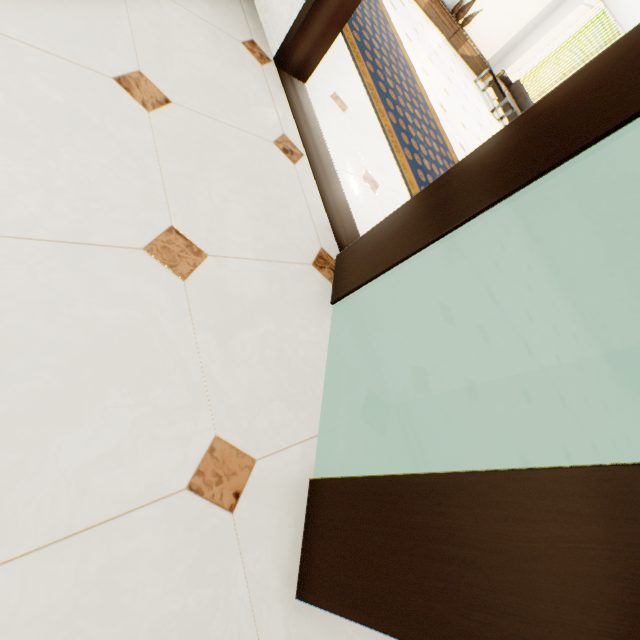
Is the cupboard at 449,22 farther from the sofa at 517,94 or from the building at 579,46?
the building at 579,46

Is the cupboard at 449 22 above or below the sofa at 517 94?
below

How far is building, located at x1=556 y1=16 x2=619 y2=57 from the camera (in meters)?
56.16

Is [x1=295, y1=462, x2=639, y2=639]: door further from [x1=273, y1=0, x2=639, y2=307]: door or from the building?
the building

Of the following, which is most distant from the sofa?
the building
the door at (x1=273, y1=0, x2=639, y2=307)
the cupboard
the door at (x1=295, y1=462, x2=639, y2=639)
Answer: the building

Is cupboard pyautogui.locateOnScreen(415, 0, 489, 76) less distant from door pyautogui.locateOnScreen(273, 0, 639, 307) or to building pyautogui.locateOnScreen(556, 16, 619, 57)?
door pyautogui.locateOnScreen(273, 0, 639, 307)

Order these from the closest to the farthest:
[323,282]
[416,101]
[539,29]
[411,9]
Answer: [323,282]
[416,101]
[411,9]
[539,29]

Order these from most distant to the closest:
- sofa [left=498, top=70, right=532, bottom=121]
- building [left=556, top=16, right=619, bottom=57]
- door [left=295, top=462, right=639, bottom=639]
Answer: building [left=556, top=16, right=619, bottom=57]
sofa [left=498, top=70, right=532, bottom=121]
door [left=295, top=462, right=639, bottom=639]
